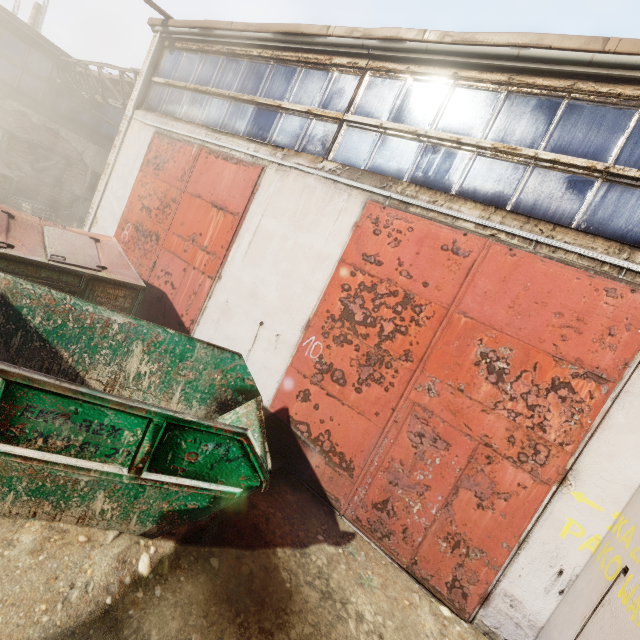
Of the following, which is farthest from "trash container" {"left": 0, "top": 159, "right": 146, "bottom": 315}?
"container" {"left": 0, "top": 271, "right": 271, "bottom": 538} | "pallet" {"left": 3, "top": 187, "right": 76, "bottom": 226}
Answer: "pallet" {"left": 3, "top": 187, "right": 76, "bottom": 226}

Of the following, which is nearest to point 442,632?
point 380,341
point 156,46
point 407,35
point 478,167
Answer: point 380,341

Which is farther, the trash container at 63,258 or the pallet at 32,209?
the pallet at 32,209

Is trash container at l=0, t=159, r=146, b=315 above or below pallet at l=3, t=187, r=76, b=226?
above

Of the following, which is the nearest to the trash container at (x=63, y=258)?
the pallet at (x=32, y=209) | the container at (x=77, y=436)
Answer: the container at (x=77, y=436)

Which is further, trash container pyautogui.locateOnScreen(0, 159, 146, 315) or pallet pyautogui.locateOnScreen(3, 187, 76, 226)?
Result: pallet pyautogui.locateOnScreen(3, 187, 76, 226)

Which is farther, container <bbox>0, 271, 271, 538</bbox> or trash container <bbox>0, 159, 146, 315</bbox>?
trash container <bbox>0, 159, 146, 315</bbox>

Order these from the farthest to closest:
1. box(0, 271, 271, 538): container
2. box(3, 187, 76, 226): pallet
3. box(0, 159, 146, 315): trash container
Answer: box(3, 187, 76, 226): pallet, box(0, 159, 146, 315): trash container, box(0, 271, 271, 538): container
